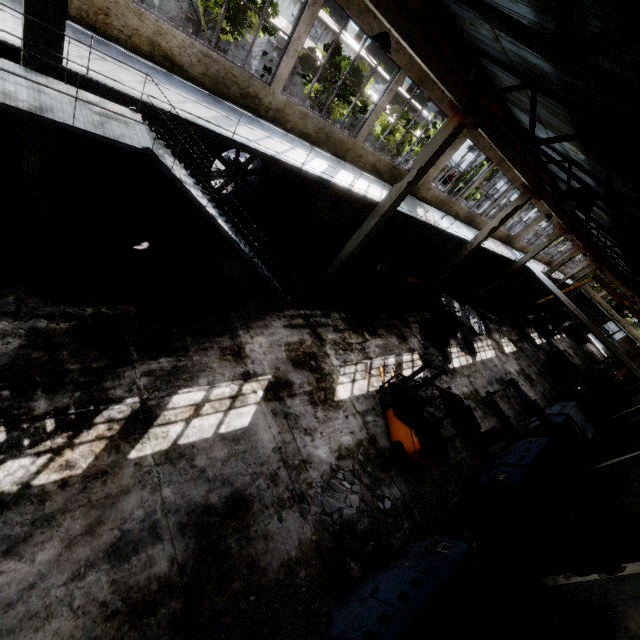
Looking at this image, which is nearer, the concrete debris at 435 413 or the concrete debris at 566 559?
the concrete debris at 566 559

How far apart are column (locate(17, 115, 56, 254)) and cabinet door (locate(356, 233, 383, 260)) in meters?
13.7

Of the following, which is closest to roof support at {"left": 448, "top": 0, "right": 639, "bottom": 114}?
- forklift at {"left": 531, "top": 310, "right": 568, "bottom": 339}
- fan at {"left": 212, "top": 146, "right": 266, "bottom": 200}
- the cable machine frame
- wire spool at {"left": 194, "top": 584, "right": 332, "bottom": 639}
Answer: fan at {"left": 212, "top": 146, "right": 266, "bottom": 200}

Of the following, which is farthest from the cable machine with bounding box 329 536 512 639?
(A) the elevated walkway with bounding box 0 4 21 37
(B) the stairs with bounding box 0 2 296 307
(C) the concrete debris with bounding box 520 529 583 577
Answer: Result: (B) the stairs with bounding box 0 2 296 307

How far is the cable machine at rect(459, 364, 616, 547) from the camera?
9.62m

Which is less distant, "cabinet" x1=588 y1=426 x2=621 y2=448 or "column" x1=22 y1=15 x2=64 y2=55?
"column" x1=22 y1=15 x2=64 y2=55

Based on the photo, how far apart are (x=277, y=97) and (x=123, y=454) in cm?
1057

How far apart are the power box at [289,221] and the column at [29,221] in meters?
7.4
